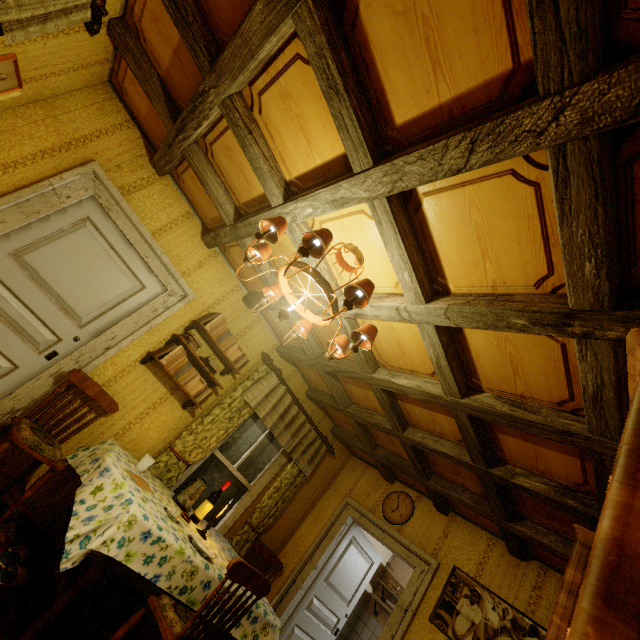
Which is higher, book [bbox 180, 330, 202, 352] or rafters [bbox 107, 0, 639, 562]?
rafters [bbox 107, 0, 639, 562]

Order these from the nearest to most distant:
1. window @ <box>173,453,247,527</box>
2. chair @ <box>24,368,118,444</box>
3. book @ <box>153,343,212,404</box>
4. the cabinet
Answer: the cabinet
chair @ <box>24,368,118,444</box>
book @ <box>153,343,212,404</box>
window @ <box>173,453,247,527</box>

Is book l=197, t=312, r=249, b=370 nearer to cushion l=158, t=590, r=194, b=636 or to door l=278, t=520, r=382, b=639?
cushion l=158, t=590, r=194, b=636

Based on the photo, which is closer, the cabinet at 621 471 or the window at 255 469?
the cabinet at 621 471

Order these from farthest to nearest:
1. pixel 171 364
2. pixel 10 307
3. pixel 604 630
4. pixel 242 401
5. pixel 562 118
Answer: pixel 242 401 → pixel 171 364 → pixel 10 307 → pixel 562 118 → pixel 604 630

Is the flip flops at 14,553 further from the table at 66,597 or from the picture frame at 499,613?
the picture frame at 499,613

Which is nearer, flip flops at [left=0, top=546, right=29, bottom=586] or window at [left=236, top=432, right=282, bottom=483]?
flip flops at [left=0, top=546, right=29, bottom=586]

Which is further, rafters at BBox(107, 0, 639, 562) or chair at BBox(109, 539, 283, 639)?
chair at BBox(109, 539, 283, 639)
